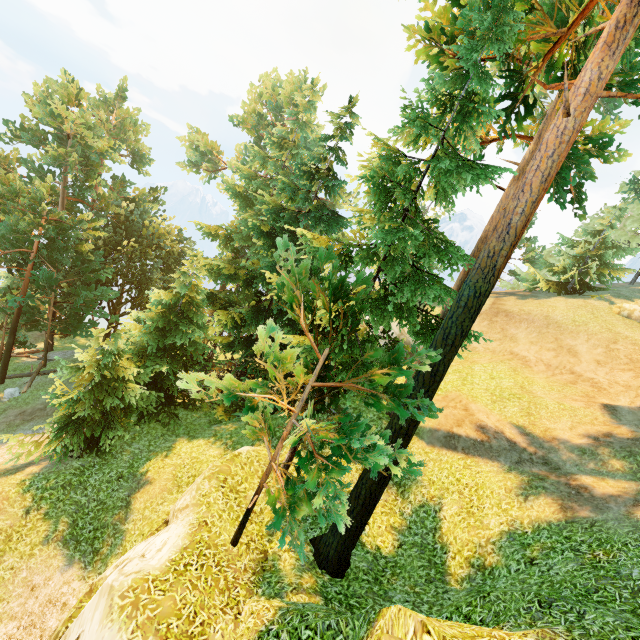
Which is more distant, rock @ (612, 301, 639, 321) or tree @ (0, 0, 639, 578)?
rock @ (612, 301, 639, 321)

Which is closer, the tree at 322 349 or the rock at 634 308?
the tree at 322 349

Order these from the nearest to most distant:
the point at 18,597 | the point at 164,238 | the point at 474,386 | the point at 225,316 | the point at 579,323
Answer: the point at 18,597, the point at 225,316, the point at 474,386, the point at 579,323, the point at 164,238
